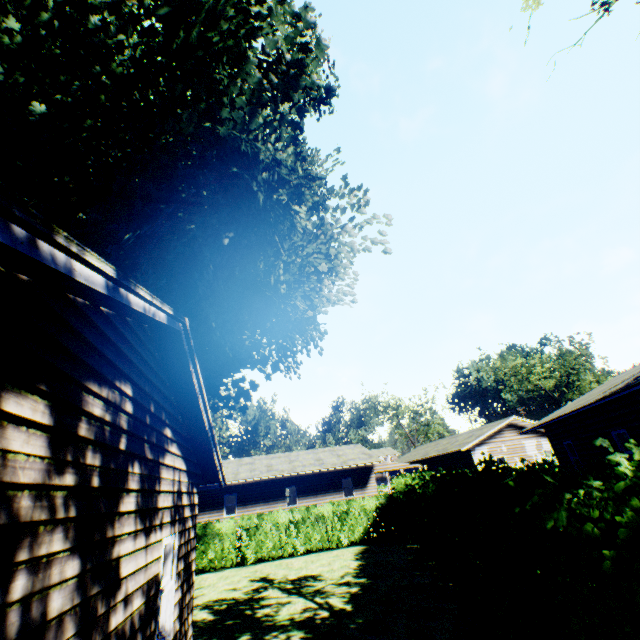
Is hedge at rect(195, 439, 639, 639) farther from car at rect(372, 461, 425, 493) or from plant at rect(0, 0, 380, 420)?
car at rect(372, 461, 425, 493)

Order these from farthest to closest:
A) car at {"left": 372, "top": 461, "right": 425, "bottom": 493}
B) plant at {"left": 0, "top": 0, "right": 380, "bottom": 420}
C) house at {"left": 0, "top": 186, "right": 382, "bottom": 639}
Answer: car at {"left": 372, "top": 461, "right": 425, "bottom": 493} → plant at {"left": 0, "top": 0, "right": 380, "bottom": 420} → house at {"left": 0, "top": 186, "right": 382, "bottom": 639}

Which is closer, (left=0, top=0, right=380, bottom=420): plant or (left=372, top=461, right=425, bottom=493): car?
(left=0, top=0, right=380, bottom=420): plant

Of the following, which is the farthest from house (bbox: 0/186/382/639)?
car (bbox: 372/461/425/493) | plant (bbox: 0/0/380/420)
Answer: car (bbox: 372/461/425/493)

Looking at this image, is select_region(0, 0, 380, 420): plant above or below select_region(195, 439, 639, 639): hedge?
above

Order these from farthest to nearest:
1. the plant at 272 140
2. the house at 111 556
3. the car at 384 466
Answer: the car at 384 466 < the plant at 272 140 < the house at 111 556

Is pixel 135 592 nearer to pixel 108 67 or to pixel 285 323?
pixel 285 323

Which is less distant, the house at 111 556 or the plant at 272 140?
the house at 111 556
